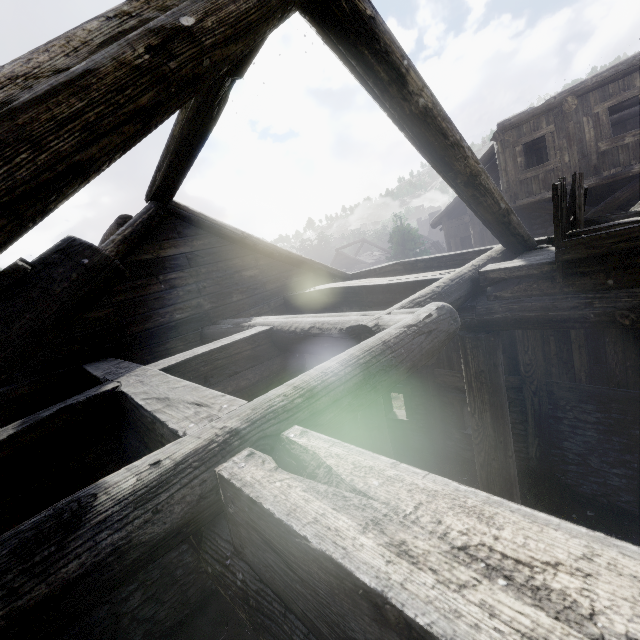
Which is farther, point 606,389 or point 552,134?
point 552,134

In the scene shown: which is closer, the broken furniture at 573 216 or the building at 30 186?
the building at 30 186

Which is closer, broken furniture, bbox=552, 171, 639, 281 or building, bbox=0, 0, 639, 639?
building, bbox=0, 0, 639, 639
